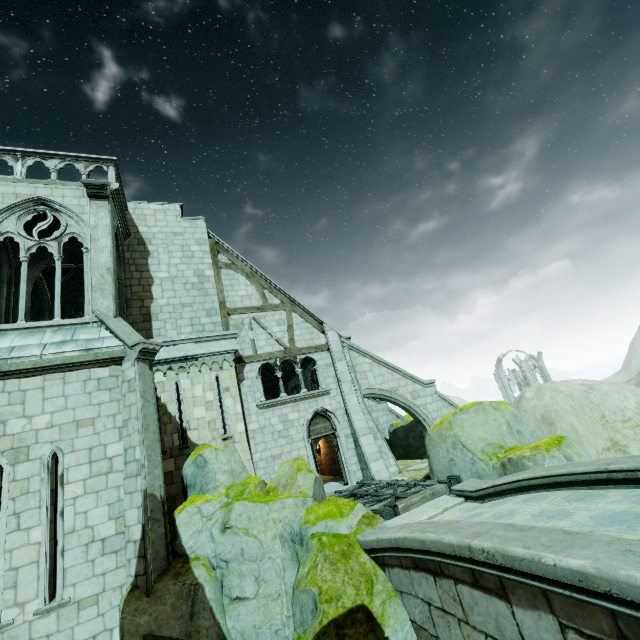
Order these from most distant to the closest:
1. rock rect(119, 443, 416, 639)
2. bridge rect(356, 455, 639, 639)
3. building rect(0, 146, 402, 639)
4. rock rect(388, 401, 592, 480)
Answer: rock rect(388, 401, 592, 480), building rect(0, 146, 402, 639), rock rect(119, 443, 416, 639), bridge rect(356, 455, 639, 639)

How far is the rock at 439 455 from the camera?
8.3 meters

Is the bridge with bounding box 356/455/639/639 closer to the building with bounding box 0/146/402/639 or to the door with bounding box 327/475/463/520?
the door with bounding box 327/475/463/520

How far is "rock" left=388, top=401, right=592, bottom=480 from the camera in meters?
8.3

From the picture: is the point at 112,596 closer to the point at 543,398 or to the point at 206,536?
the point at 206,536

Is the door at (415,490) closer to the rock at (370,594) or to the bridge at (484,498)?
the rock at (370,594)

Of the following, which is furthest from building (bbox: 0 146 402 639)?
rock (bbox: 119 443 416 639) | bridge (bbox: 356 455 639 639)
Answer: bridge (bbox: 356 455 639 639)

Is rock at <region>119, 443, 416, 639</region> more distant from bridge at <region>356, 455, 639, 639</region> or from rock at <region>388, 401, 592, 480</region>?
rock at <region>388, 401, 592, 480</region>
